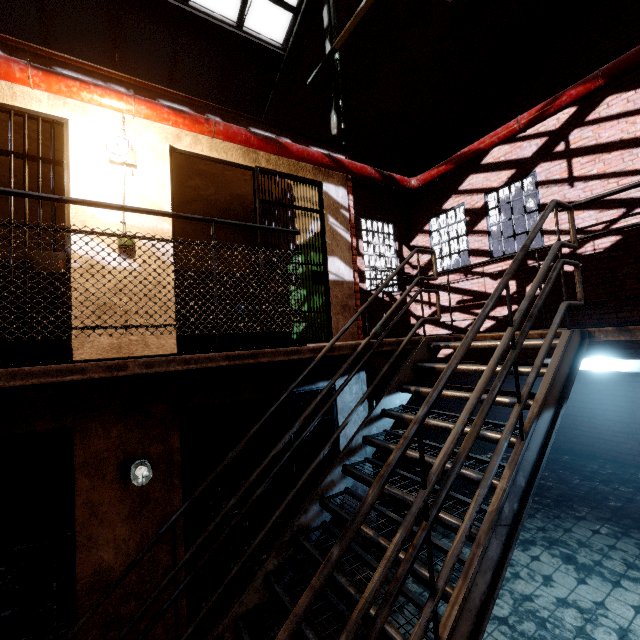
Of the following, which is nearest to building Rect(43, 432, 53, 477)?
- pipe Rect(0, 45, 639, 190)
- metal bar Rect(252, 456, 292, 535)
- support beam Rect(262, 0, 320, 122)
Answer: metal bar Rect(252, 456, 292, 535)

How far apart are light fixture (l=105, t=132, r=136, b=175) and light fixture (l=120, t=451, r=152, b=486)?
2.99m

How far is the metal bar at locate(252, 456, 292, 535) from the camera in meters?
3.8 m

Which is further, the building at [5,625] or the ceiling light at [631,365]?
the building at [5,625]

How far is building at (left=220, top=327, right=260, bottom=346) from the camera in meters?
7.4 m

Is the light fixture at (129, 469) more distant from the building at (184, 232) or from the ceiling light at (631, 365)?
the ceiling light at (631, 365)

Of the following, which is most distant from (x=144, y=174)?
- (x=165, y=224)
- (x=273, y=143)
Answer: (x=273, y=143)

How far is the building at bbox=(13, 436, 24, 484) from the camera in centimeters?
536cm
